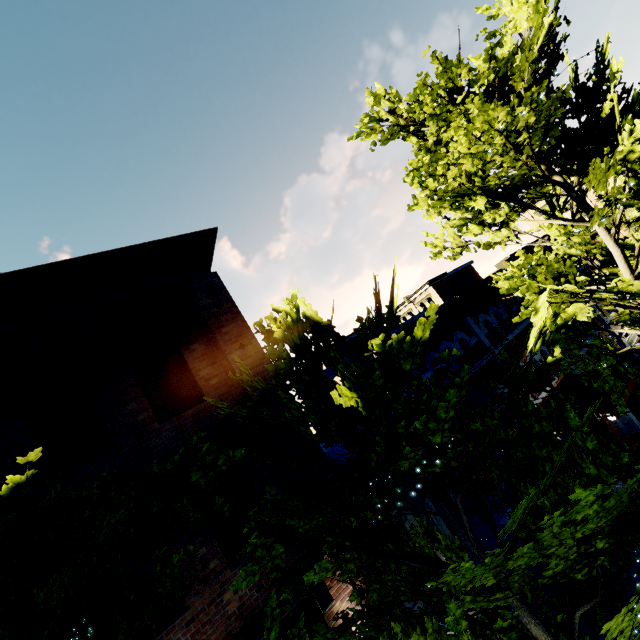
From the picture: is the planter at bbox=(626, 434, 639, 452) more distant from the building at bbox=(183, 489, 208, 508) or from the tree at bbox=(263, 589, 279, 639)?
the building at bbox=(183, 489, 208, 508)

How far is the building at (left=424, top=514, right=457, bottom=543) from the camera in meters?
7.8

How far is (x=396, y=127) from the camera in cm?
1045

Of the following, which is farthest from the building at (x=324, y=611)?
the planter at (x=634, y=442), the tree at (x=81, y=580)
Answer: the planter at (x=634, y=442)

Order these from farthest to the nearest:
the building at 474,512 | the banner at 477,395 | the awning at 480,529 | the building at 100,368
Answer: the banner at 477,395, the building at 474,512, the awning at 480,529, the building at 100,368

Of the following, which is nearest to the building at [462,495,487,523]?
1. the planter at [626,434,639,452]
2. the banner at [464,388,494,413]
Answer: the banner at [464,388,494,413]
